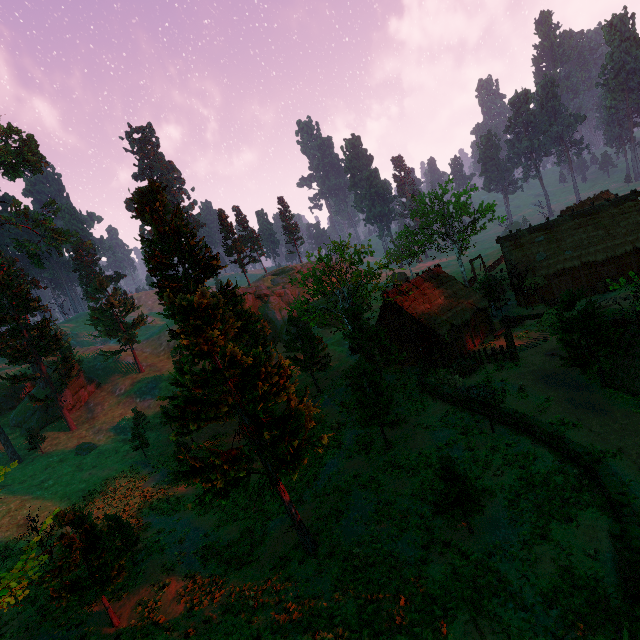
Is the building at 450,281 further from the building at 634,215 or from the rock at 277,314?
the rock at 277,314

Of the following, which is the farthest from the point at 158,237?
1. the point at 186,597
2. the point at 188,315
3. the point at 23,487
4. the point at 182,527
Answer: the point at 23,487

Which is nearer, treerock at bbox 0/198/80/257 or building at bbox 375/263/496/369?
building at bbox 375/263/496/369

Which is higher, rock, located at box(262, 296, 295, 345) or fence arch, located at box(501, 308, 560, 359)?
rock, located at box(262, 296, 295, 345)

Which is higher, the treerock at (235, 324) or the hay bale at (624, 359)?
the treerock at (235, 324)

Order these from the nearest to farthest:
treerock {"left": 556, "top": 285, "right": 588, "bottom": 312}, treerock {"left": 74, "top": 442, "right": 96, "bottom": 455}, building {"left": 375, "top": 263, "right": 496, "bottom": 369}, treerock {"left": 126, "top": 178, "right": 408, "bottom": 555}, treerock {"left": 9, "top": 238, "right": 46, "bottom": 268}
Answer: treerock {"left": 126, "top": 178, "right": 408, "bottom": 555}
treerock {"left": 556, "top": 285, "right": 588, "bottom": 312}
building {"left": 375, "top": 263, "right": 496, "bottom": 369}
treerock {"left": 74, "top": 442, "right": 96, "bottom": 455}
treerock {"left": 9, "top": 238, "right": 46, "bottom": 268}

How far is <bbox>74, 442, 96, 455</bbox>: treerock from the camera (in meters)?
36.53
